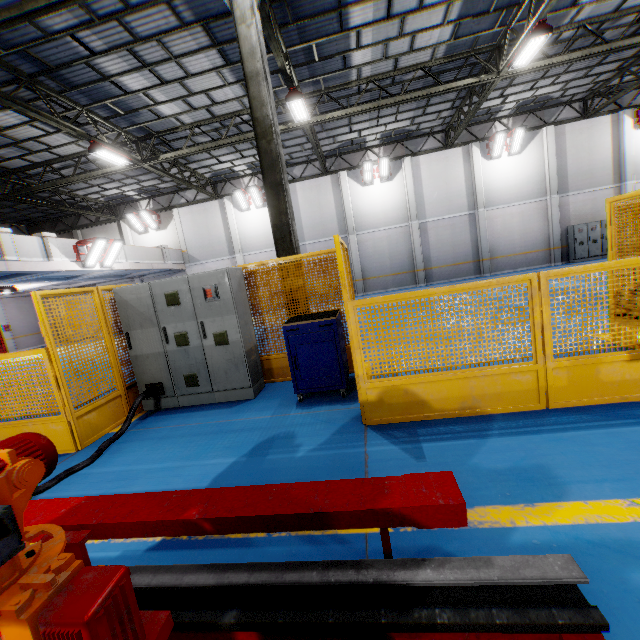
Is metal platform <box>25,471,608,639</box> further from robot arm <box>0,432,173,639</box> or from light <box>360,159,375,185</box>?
light <box>360,159,375,185</box>

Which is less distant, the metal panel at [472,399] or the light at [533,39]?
the metal panel at [472,399]

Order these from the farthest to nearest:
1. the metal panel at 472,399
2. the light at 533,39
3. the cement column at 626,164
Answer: the cement column at 626,164, the light at 533,39, the metal panel at 472,399

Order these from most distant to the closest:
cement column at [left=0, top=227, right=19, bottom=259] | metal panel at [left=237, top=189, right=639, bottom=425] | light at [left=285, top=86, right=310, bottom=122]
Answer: cement column at [left=0, top=227, right=19, bottom=259], light at [left=285, top=86, right=310, bottom=122], metal panel at [left=237, top=189, right=639, bottom=425]

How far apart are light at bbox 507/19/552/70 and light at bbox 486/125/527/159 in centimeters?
771cm

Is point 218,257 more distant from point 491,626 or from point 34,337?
point 491,626

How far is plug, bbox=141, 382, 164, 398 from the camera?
5.28m

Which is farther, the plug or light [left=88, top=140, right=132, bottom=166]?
light [left=88, top=140, right=132, bottom=166]
